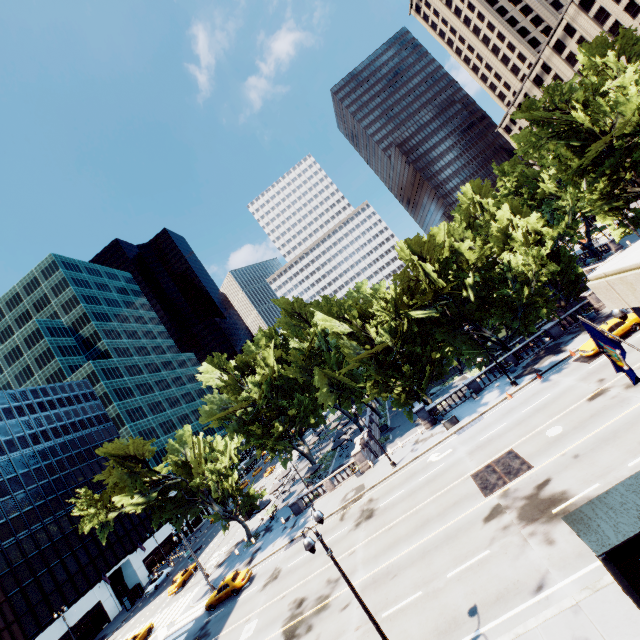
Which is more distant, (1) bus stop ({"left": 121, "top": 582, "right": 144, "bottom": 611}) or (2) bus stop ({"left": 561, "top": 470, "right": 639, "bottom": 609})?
(1) bus stop ({"left": 121, "top": 582, "right": 144, "bottom": 611})

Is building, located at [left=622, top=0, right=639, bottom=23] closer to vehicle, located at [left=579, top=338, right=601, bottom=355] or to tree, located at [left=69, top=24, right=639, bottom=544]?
tree, located at [left=69, top=24, right=639, bottom=544]

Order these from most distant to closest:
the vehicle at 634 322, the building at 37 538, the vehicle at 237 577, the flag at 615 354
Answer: the building at 37 538
the vehicle at 237 577
the vehicle at 634 322
the flag at 615 354

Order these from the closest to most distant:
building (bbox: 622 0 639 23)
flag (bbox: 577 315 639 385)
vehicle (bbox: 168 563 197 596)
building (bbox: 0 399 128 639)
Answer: flag (bbox: 577 315 639 385), vehicle (bbox: 168 563 197 596), building (bbox: 0 399 128 639), building (bbox: 622 0 639 23)

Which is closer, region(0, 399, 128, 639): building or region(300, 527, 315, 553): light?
region(300, 527, 315, 553): light

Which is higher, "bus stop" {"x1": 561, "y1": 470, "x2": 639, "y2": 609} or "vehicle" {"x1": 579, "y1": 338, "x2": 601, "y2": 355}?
"bus stop" {"x1": 561, "y1": 470, "x2": 639, "y2": 609}

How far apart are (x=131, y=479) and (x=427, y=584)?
34.11m

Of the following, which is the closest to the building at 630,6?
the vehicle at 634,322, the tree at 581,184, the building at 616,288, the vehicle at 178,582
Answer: the tree at 581,184
